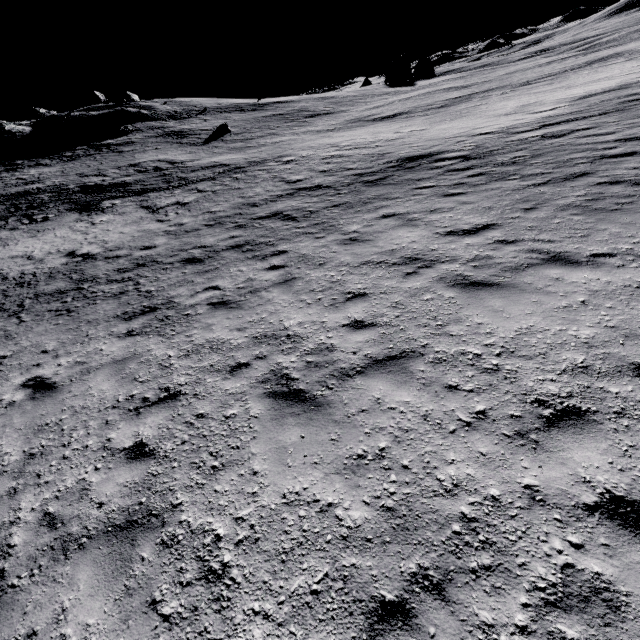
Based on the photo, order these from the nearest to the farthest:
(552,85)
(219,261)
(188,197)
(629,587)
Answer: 1. (629,587)
2. (219,261)
3. (188,197)
4. (552,85)
